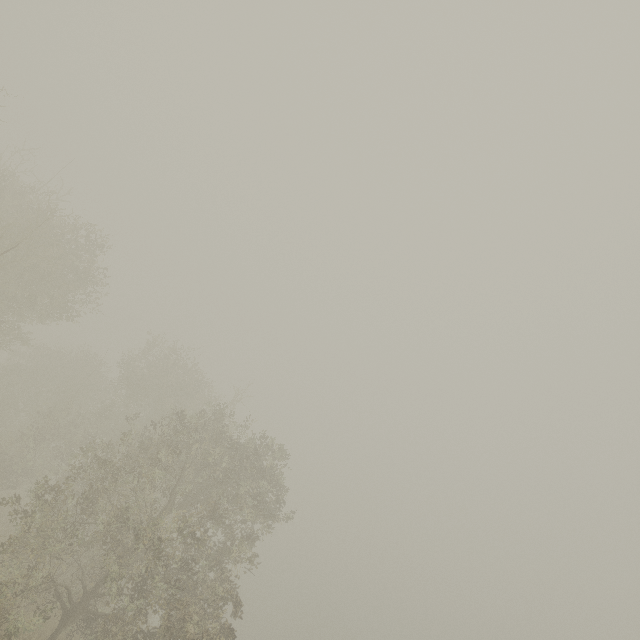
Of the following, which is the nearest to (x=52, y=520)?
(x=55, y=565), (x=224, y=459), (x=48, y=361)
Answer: (x=224, y=459)
